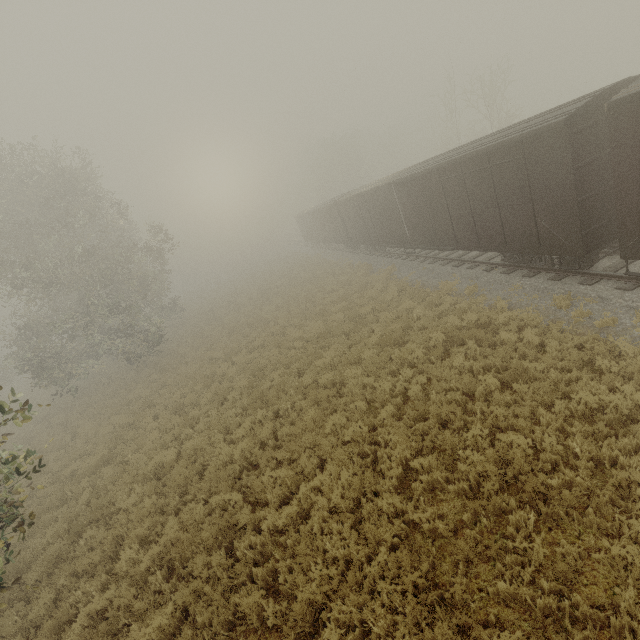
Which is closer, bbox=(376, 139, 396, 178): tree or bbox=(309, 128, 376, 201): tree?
bbox=(309, 128, 376, 201): tree

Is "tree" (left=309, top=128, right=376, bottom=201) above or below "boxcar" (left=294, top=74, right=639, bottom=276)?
above

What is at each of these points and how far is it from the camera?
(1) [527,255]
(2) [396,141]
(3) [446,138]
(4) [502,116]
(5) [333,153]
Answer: (1) boxcar, 11.3m
(2) tree, 52.9m
(3) tree, 30.5m
(4) tree, 25.7m
(5) tree, 48.6m

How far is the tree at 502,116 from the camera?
25.4 meters

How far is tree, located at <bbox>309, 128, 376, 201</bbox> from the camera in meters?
48.3 m

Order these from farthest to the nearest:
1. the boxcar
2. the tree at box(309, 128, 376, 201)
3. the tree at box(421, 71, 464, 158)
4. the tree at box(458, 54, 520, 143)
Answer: the tree at box(309, 128, 376, 201), the tree at box(421, 71, 464, 158), the tree at box(458, 54, 520, 143), the boxcar
